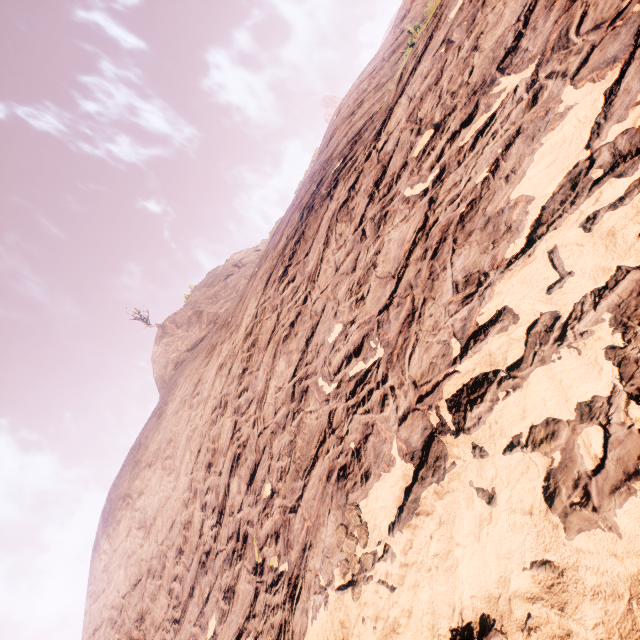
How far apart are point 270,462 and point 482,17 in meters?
7.4
